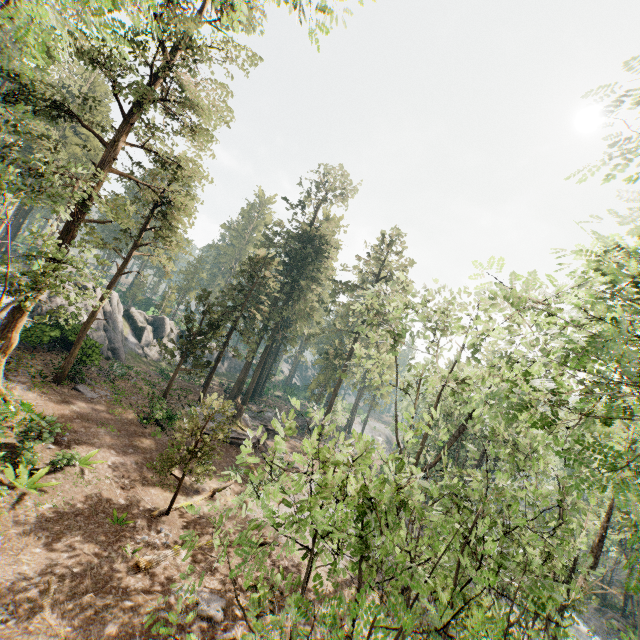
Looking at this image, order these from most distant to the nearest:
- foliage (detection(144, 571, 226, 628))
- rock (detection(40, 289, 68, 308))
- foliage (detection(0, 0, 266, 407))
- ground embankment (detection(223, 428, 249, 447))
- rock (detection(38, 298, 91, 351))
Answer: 1. rock (detection(40, 289, 68, 308))
2. ground embankment (detection(223, 428, 249, 447))
3. rock (detection(38, 298, 91, 351))
4. foliage (detection(0, 0, 266, 407))
5. foliage (detection(144, 571, 226, 628))

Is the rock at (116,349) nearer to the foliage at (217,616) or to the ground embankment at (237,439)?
the foliage at (217,616)

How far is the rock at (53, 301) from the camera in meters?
29.7

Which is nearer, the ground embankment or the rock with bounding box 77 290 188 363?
the ground embankment

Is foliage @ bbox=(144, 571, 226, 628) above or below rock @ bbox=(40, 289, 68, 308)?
below

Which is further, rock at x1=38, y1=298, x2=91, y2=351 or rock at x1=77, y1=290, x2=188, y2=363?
rock at x1=77, y1=290, x2=188, y2=363

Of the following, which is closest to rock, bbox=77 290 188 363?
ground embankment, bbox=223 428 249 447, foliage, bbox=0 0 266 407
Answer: foliage, bbox=0 0 266 407

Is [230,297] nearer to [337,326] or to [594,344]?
[337,326]
